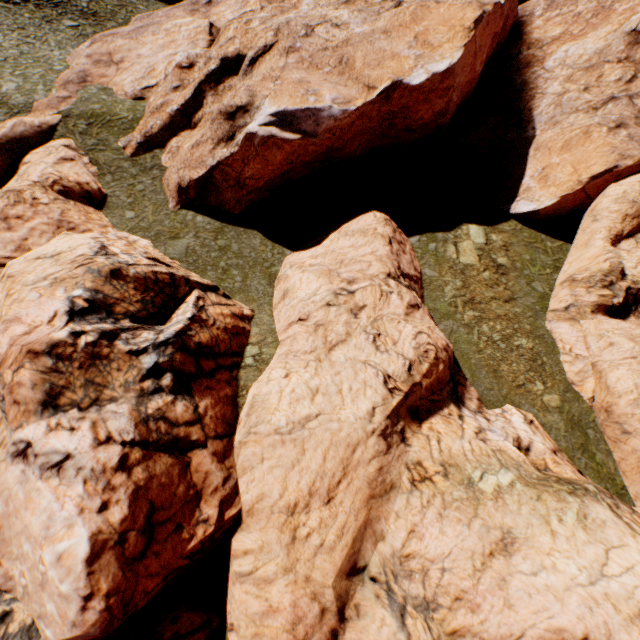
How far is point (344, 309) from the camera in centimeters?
1728cm
